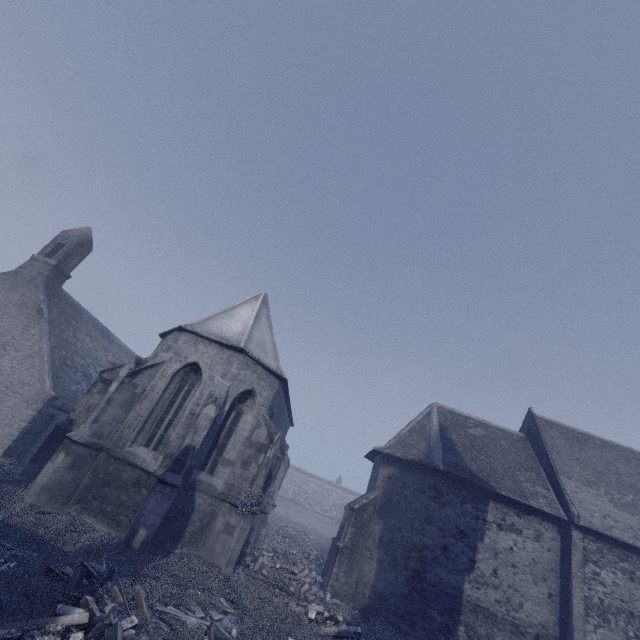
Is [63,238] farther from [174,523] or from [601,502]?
[601,502]
